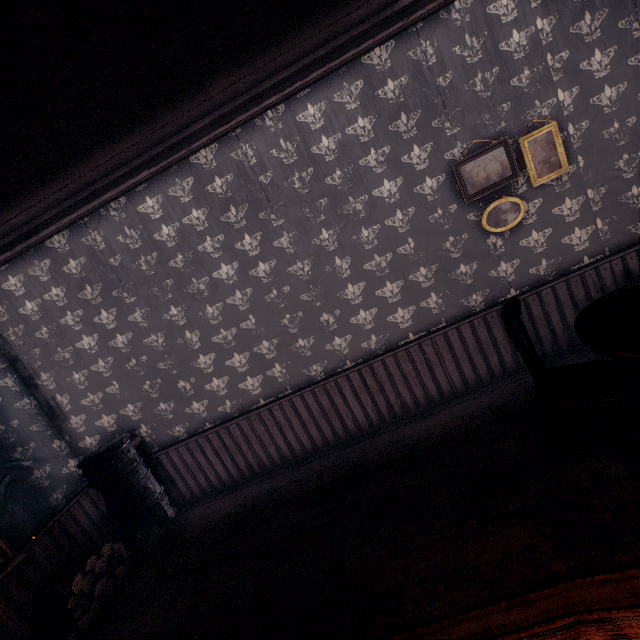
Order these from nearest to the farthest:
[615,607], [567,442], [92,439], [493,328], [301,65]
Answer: [615,607] < [567,442] < [301,65] < [493,328] < [92,439]

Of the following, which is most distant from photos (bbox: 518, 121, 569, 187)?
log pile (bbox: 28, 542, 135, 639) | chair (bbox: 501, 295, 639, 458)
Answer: log pile (bbox: 28, 542, 135, 639)

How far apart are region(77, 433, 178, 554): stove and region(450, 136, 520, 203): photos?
4.71m

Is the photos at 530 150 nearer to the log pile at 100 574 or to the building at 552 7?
the building at 552 7

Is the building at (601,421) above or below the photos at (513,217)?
below

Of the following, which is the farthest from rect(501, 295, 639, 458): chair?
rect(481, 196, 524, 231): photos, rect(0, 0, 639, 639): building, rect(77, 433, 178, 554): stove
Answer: rect(77, 433, 178, 554): stove

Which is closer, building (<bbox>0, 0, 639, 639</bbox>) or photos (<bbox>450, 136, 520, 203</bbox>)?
building (<bbox>0, 0, 639, 639</bbox>)

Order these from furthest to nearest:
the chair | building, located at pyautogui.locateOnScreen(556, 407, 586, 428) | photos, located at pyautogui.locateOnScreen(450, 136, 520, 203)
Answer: photos, located at pyautogui.locateOnScreen(450, 136, 520, 203)
building, located at pyautogui.locateOnScreen(556, 407, 586, 428)
the chair
